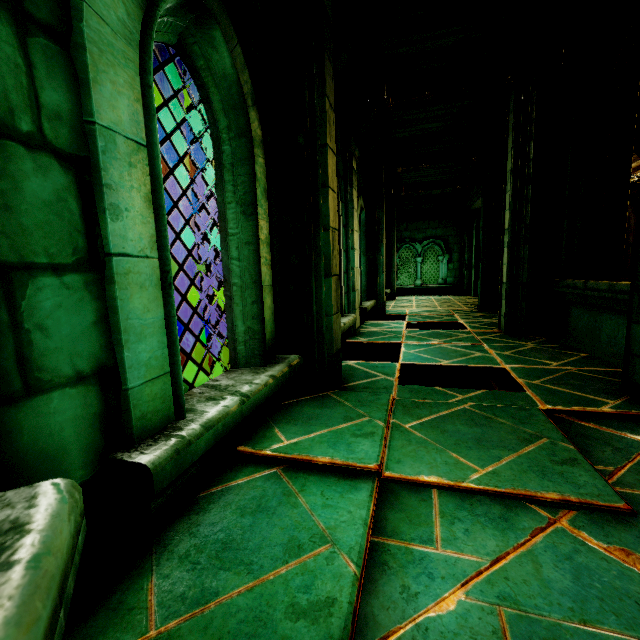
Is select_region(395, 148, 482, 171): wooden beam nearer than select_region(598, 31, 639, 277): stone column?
No

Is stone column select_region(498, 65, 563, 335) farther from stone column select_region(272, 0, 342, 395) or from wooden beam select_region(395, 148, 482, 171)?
stone column select_region(272, 0, 342, 395)

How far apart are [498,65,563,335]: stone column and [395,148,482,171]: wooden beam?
2.73m

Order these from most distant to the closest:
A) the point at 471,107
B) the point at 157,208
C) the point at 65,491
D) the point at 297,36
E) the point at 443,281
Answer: the point at 443,281, the point at 471,107, the point at 297,36, the point at 157,208, the point at 65,491

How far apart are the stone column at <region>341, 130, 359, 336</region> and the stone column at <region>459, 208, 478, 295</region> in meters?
8.9

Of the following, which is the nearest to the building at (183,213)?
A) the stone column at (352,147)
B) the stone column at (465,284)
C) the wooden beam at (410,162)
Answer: the stone column at (352,147)

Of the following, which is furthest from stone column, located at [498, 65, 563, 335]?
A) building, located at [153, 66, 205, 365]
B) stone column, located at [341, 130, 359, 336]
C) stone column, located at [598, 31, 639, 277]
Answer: building, located at [153, 66, 205, 365]

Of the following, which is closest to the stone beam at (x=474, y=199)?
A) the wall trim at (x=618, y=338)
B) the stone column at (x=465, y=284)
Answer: the stone column at (x=465, y=284)
